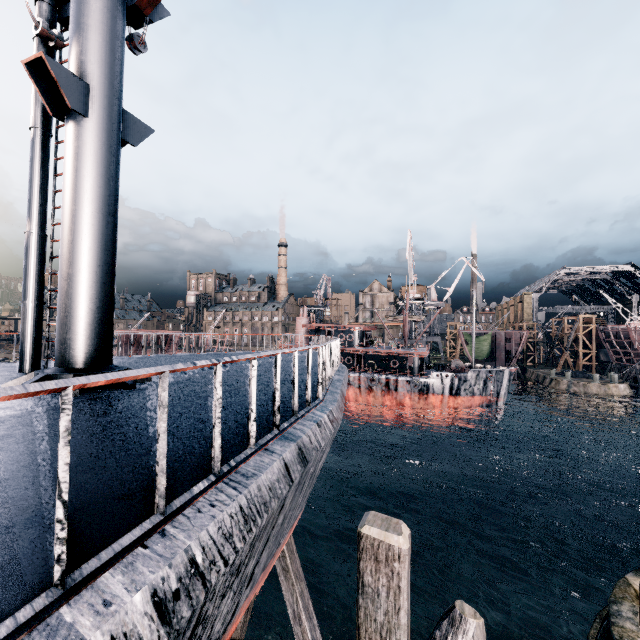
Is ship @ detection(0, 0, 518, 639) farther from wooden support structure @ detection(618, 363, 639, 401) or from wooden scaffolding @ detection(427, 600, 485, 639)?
wooden support structure @ detection(618, 363, 639, 401)

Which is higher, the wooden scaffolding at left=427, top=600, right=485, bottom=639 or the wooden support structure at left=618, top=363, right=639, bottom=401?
the wooden scaffolding at left=427, top=600, right=485, bottom=639

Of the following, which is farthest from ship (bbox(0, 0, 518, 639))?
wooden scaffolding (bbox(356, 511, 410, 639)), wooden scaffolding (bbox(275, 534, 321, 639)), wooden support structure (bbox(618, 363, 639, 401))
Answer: wooden support structure (bbox(618, 363, 639, 401))

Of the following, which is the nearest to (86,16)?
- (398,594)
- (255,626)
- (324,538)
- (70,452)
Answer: (70,452)

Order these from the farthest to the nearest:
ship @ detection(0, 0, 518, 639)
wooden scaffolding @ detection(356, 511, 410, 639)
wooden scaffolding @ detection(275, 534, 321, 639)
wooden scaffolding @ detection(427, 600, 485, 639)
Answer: wooden scaffolding @ detection(275, 534, 321, 639) < wooden scaffolding @ detection(356, 511, 410, 639) < wooden scaffolding @ detection(427, 600, 485, 639) < ship @ detection(0, 0, 518, 639)

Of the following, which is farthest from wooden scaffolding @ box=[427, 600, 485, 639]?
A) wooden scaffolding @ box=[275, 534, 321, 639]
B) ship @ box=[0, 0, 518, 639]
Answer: wooden scaffolding @ box=[275, 534, 321, 639]

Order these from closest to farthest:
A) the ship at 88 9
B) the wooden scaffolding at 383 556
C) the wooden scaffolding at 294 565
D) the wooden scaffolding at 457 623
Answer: the ship at 88 9 < the wooden scaffolding at 457 623 < the wooden scaffolding at 383 556 < the wooden scaffolding at 294 565

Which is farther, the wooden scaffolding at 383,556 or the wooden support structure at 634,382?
the wooden support structure at 634,382
